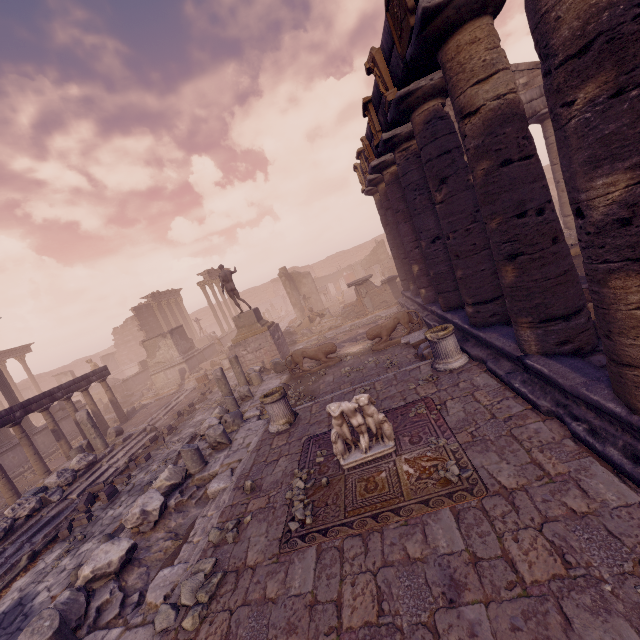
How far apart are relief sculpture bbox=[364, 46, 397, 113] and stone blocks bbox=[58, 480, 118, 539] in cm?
1249

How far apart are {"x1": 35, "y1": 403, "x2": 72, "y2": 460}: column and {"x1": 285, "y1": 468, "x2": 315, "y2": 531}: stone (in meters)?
12.52

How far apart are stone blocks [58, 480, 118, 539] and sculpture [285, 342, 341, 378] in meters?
6.6 m

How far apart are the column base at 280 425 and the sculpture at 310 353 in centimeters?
371cm

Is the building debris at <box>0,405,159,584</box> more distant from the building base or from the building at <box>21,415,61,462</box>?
the building base

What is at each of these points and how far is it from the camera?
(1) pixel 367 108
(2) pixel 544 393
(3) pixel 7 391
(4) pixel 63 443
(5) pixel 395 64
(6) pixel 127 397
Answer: (1) relief sculpture, 9.11m
(2) building base, 4.91m
(3) building, 16.34m
(4) column, 13.14m
(5) entablature, 6.20m
(6) debris pile, 24.56m

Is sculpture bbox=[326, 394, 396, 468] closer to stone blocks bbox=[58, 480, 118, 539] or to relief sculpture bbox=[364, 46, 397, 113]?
relief sculpture bbox=[364, 46, 397, 113]

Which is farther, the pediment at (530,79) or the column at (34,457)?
the pediment at (530,79)
